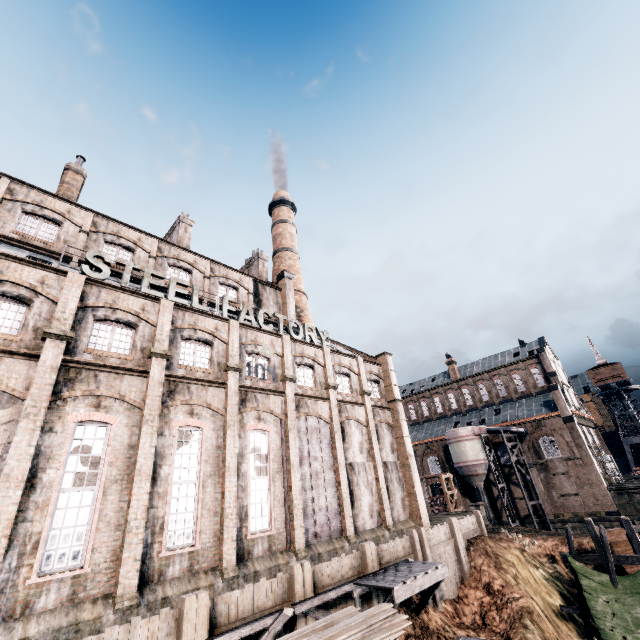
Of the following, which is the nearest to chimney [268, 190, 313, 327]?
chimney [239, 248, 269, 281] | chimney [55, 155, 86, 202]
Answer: chimney [239, 248, 269, 281]

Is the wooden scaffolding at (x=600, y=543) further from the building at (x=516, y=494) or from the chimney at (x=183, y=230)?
→ the chimney at (x=183, y=230)

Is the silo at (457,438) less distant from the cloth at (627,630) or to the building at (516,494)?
the building at (516,494)

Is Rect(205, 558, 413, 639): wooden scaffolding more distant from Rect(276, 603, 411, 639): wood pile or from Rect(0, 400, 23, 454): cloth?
Rect(0, 400, 23, 454): cloth

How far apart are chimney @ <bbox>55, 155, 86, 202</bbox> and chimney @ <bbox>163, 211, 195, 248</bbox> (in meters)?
7.49

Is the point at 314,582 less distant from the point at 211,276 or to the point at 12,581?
the point at 12,581

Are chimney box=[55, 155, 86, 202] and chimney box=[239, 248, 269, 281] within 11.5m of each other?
no

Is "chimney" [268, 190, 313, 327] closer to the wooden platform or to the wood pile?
the wooden platform
